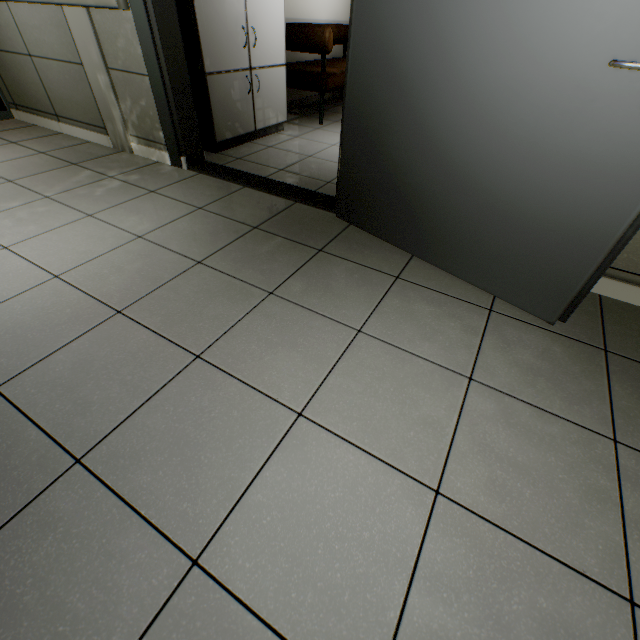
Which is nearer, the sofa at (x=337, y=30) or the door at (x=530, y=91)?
the door at (x=530, y=91)

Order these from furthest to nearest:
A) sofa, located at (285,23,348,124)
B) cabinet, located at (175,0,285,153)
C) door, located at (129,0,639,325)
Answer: sofa, located at (285,23,348,124)
cabinet, located at (175,0,285,153)
door, located at (129,0,639,325)

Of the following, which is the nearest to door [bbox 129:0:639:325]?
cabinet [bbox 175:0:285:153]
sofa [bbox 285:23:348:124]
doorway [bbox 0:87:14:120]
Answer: cabinet [bbox 175:0:285:153]

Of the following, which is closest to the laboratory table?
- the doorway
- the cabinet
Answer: the cabinet

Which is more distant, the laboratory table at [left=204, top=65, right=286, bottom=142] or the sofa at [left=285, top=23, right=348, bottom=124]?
the sofa at [left=285, top=23, right=348, bottom=124]

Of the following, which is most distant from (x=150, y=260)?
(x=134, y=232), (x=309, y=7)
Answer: (x=309, y=7)

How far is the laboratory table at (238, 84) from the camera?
2.9 meters

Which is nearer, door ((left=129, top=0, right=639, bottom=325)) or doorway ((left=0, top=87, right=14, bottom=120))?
door ((left=129, top=0, right=639, bottom=325))
